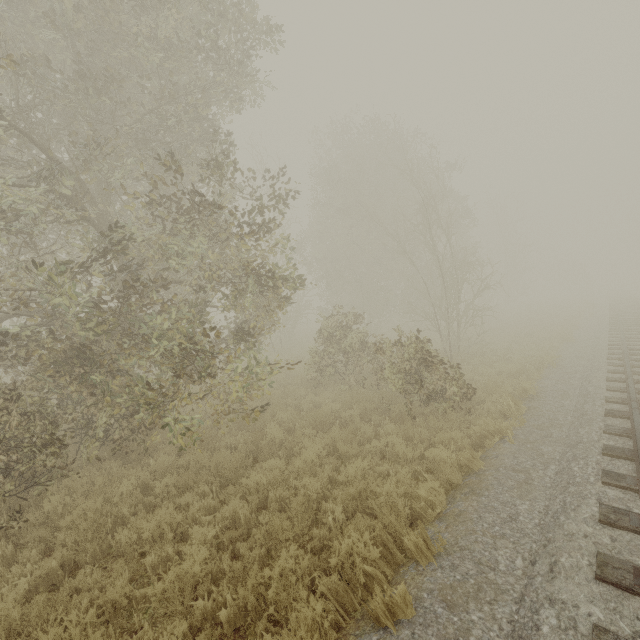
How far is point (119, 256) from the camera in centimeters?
916cm
